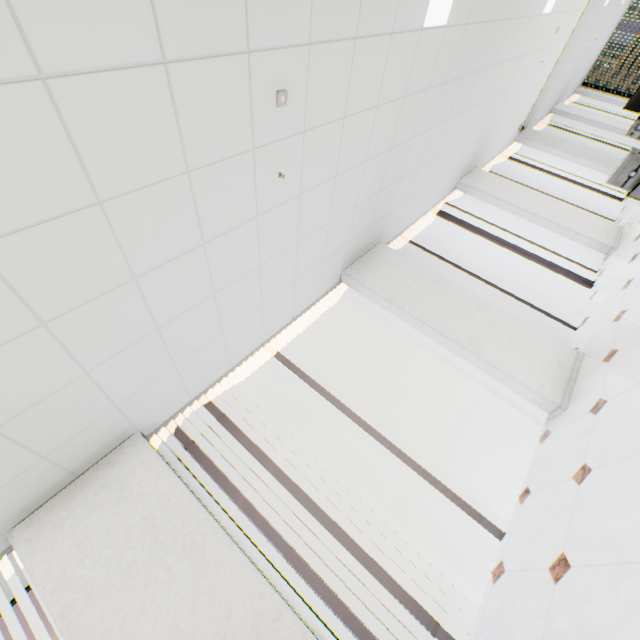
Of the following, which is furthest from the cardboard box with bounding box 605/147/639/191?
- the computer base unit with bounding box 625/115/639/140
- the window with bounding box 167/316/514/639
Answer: the window with bounding box 167/316/514/639

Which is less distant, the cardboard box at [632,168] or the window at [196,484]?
the window at [196,484]

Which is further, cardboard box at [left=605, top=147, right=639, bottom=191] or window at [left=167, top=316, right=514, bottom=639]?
cardboard box at [left=605, top=147, right=639, bottom=191]

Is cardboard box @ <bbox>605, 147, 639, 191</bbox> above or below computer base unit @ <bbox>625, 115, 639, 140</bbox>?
below

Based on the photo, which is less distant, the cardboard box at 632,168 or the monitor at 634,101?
the monitor at 634,101

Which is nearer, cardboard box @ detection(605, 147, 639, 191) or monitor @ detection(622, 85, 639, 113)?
monitor @ detection(622, 85, 639, 113)

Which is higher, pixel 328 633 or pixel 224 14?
pixel 224 14

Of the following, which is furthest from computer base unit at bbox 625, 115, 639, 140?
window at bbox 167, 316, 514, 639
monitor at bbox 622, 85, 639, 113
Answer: window at bbox 167, 316, 514, 639
